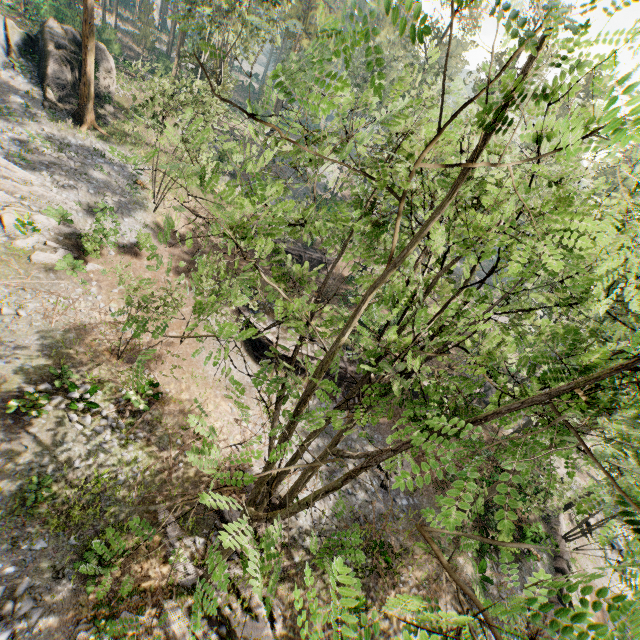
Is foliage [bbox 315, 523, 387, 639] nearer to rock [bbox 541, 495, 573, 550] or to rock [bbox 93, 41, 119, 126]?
rock [bbox 541, 495, 573, 550]

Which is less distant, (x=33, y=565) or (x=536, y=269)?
(x=536, y=269)

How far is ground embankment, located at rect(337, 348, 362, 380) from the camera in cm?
2425

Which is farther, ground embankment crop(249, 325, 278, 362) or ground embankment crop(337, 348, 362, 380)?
ground embankment crop(337, 348, 362, 380)

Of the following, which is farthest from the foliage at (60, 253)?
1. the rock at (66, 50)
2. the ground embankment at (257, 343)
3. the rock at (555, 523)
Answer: the ground embankment at (257, 343)

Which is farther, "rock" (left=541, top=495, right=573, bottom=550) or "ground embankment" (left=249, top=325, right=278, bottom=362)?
"ground embankment" (left=249, top=325, right=278, bottom=362)

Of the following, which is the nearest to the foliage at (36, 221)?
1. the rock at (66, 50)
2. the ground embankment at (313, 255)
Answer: the rock at (66, 50)

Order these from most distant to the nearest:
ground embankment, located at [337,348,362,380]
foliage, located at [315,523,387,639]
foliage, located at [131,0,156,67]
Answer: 1. foliage, located at [131,0,156,67]
2. ground embankment, located at [337,348,362,380]
3. foliage, located at [315,523,387,639]
